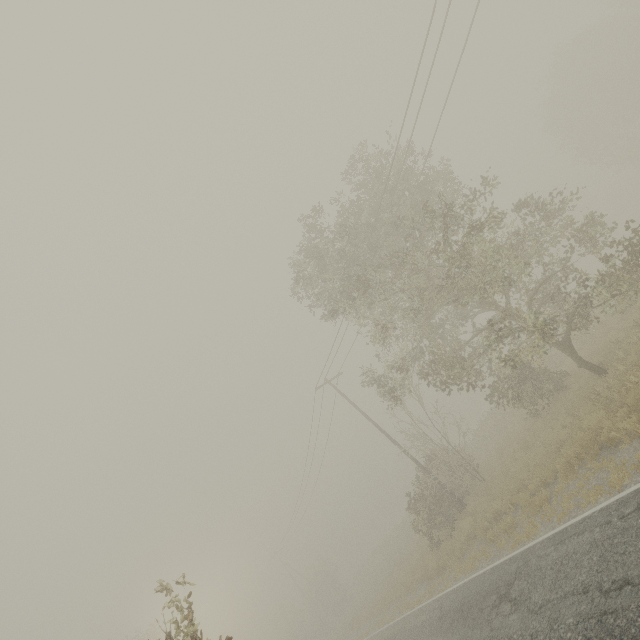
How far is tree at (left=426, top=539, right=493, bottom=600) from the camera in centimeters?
1250cm

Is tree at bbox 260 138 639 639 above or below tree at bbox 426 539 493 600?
above

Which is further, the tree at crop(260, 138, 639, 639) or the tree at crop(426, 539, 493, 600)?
the tree at crop(426, 539, 493, 600)

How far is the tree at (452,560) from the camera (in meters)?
12.50

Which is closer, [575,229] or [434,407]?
[575,229]

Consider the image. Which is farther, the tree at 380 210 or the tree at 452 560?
the tree at 452 560
